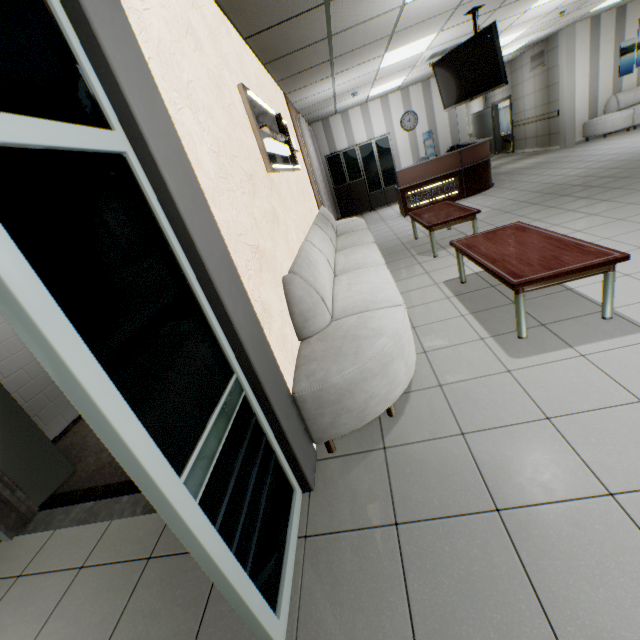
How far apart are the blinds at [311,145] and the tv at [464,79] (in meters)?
2.86

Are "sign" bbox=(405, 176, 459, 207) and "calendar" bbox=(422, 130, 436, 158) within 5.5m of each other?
yes

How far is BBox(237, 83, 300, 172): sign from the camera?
2.9 meters

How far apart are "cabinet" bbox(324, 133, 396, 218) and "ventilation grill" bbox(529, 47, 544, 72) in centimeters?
565cm

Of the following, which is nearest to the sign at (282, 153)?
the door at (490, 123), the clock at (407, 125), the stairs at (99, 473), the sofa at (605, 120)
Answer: the stairs at (99, 473)

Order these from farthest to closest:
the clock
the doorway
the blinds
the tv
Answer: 1. the clock
2. the blinds
3. the tv
4. the doorway

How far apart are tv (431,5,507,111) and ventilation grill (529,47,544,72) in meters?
7.7

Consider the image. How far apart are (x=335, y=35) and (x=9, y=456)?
5.93m
